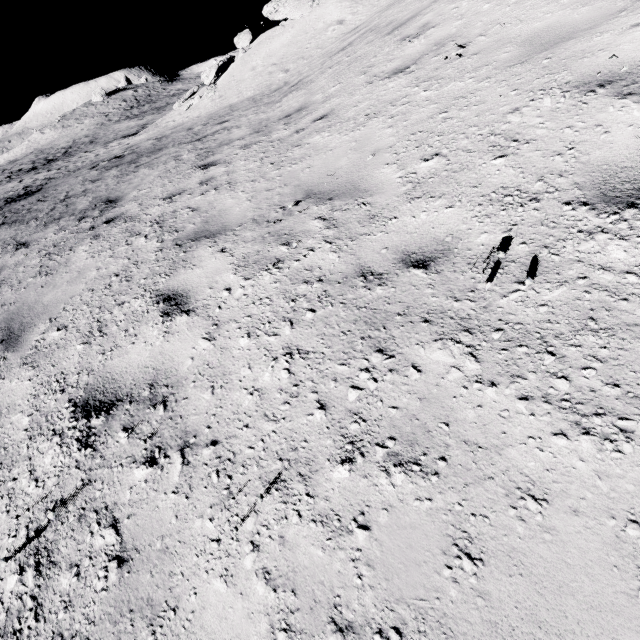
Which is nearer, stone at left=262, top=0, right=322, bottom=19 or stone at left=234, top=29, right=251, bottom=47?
stone at left=262, top=0, right=322, bottom=19

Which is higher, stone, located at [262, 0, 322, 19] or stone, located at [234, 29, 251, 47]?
stone, located at [262, 0, 322, 19]

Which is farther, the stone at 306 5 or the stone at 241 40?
the stone at 241 40

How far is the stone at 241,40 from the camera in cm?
1314

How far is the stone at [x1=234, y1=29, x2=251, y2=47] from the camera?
13.14m

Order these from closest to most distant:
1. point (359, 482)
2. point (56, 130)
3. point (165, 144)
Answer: point (359, 482), point (165, 144), point (56, 130)
